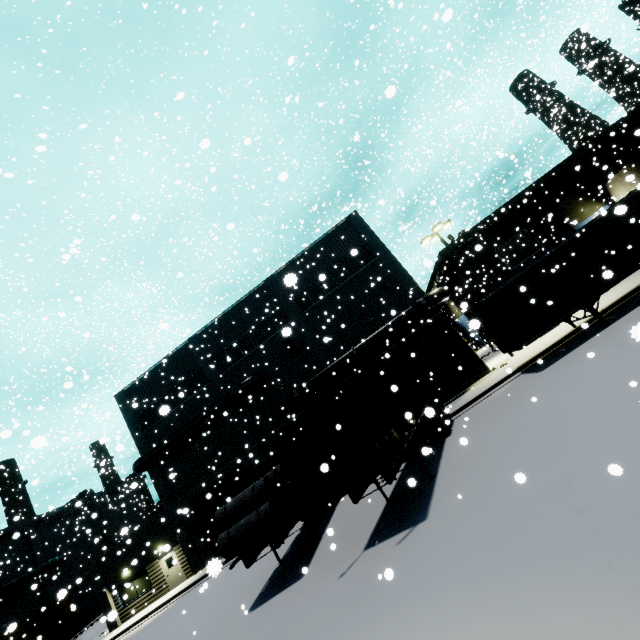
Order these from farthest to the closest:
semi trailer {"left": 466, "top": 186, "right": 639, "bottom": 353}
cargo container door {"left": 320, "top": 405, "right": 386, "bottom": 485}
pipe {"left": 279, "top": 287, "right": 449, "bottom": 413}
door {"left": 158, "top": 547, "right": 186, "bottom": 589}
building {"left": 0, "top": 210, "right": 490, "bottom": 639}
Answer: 1. door {"left": 158, "top": 547, "right": 186, "bottom": 589}
2. building {"left": 0, "top": 210, "right": 490, "bottom": 639}
3. pipe {"left": 279, "top": 287, "right": 449, "bottom": 413}
4. semi trailer {"left": 466, "top": 186, "right": 639, "bottom": 353}
5. cargo container door {"left": 320, "top": 405, "right": 386, "bottom": 485}

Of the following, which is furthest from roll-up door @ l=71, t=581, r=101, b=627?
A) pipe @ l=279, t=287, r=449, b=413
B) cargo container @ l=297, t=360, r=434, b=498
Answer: pipe @ l=279, t=287, r=449, b=413

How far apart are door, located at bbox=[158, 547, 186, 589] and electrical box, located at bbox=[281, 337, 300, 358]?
16.29m

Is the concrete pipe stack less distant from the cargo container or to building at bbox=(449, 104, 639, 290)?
the cargo container

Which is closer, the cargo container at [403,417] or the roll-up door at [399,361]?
the cargo container at [403,417]

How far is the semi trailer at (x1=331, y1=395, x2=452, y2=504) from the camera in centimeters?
900cm

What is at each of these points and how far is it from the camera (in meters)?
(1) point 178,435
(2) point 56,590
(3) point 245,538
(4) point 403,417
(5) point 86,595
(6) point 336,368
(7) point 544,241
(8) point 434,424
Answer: (1) vent duct, 23.77
(2) building, 42.03
(3) concrete pipe stack, 10.79
(4) cargo container, 12.29
(5) roll-up door, 44.66
(6) pipe, 21.55
(7) building, 30.09
(8) semi trailer, 14.48

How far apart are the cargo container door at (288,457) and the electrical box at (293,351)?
13.7m
